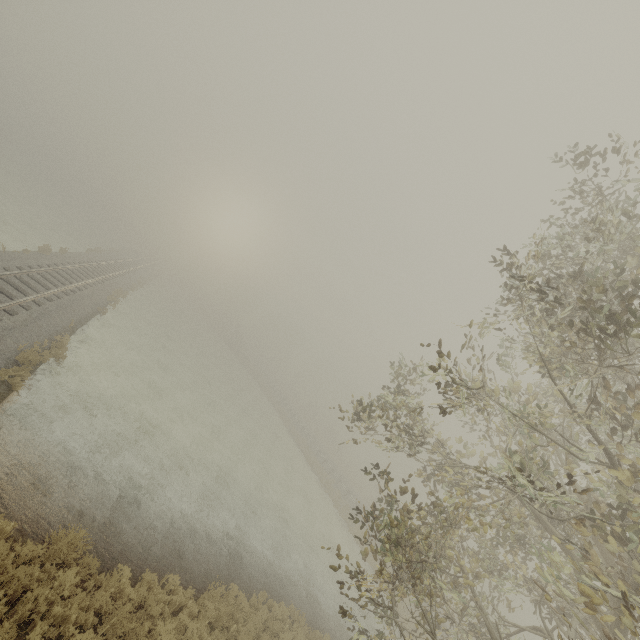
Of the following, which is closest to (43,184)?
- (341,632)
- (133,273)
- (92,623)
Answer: (133,273)
